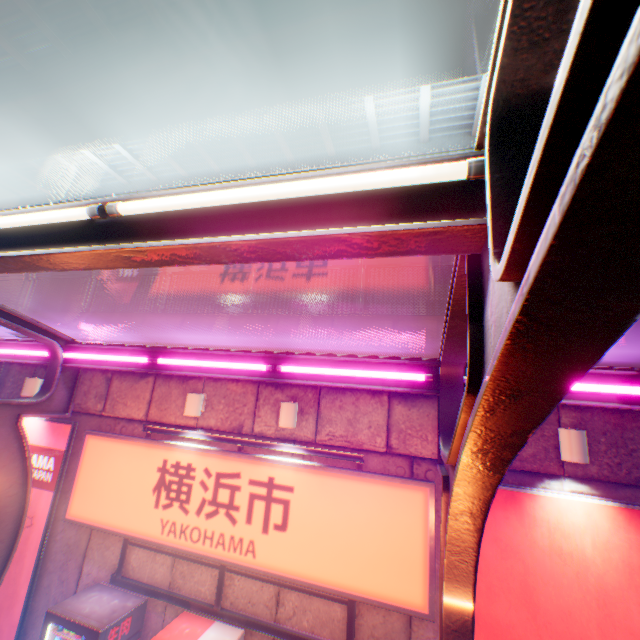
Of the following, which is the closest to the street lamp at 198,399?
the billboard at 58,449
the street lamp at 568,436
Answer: the billboard at 58,449

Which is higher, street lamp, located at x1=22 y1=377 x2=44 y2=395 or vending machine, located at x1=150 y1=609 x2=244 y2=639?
street lamp, located at x1=22 y1=377 x2=44 y2=395

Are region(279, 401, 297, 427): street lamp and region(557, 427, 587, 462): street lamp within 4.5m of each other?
yes

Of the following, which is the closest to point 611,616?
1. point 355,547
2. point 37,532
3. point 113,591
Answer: point 355,547

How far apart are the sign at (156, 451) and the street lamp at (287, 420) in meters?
0.5

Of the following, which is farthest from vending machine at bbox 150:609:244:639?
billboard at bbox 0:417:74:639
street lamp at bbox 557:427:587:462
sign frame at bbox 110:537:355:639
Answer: street lamp at bbox 557:427:587:462

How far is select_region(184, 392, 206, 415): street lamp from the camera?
5.86m

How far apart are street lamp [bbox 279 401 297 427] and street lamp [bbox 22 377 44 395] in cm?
600
